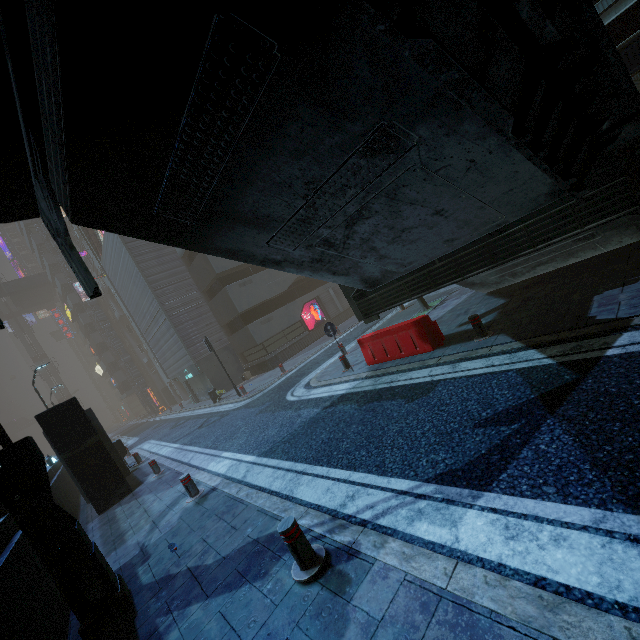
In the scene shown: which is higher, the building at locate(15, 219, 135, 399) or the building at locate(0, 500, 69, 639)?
the building at locate(15, 219, 135, 399)

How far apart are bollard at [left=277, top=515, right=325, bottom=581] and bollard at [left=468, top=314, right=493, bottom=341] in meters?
5.6 m

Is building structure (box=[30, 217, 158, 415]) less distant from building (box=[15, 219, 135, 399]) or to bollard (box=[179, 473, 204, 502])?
building (box=[15, 219, 135, 399])

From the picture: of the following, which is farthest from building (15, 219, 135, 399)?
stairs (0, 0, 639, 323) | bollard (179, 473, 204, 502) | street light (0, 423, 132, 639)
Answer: stairs (0, 0, 639, 323)

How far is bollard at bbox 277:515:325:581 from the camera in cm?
362

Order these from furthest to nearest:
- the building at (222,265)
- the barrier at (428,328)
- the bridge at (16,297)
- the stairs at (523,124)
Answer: the bridge at (16,297), the building at (222,265), the barrier at (428,328), the stairs at (523,124)

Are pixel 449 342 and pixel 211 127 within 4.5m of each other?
no

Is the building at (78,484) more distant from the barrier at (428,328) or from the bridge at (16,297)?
the barrier at (428,328)
